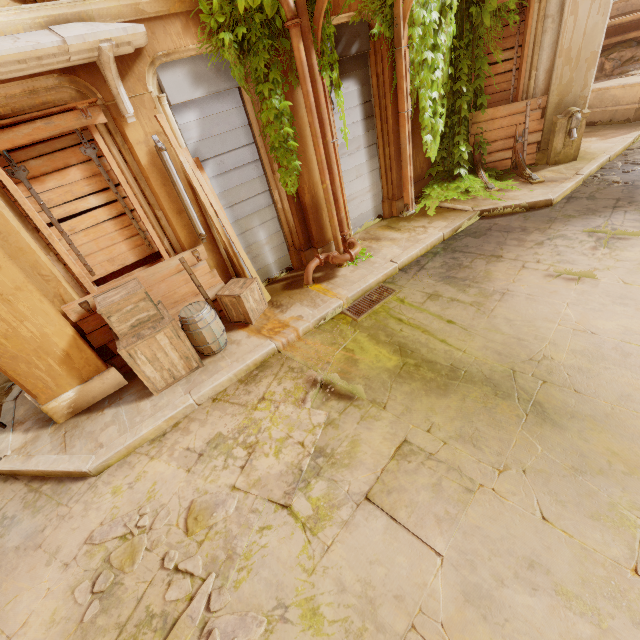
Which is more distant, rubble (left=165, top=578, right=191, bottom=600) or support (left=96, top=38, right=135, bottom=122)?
support (left=96, top=38, right=135, bottom=122)

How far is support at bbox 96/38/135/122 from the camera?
3.5m

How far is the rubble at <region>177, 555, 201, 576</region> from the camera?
3.1m

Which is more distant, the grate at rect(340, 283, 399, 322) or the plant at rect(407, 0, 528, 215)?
the plant at rect(407, 0, 528, 215)

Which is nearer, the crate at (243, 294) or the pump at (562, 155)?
the crate at (243, 294)

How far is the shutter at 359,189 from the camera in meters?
6.0

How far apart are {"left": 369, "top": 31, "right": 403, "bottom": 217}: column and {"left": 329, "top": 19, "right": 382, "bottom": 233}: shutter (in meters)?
A: 0.01

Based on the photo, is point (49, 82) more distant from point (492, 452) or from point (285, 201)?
point (492, 452)
